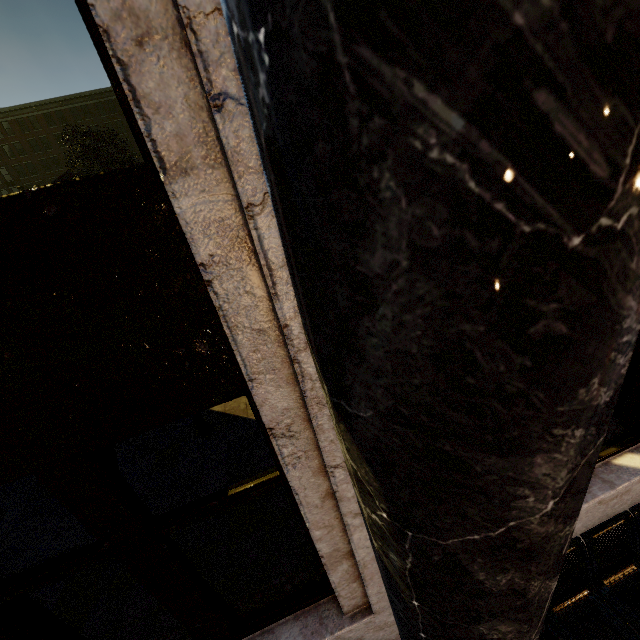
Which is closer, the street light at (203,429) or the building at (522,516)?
the building at (522,516)

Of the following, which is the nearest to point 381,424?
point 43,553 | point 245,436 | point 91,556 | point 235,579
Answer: point 91,556

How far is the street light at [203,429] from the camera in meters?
5.6 m

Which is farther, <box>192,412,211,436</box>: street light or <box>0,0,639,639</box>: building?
<box>192,412,211,436</box>: street light

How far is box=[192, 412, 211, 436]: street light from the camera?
5.6 meters

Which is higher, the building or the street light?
the building
